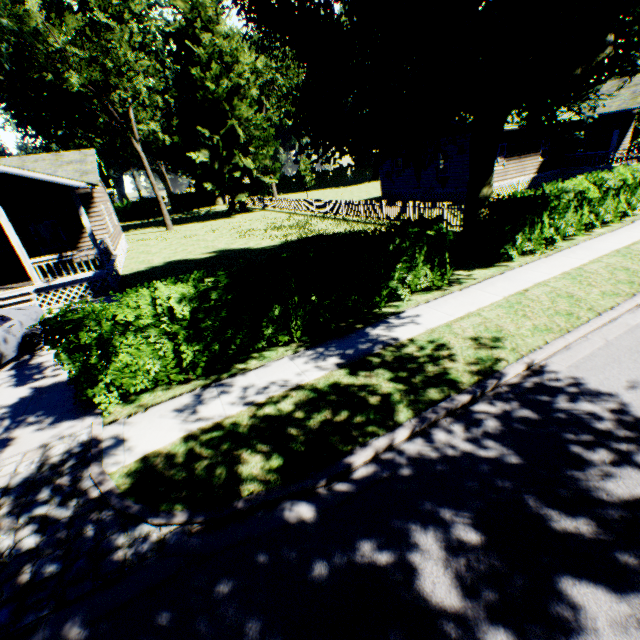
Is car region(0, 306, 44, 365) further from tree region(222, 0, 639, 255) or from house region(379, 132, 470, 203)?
house region(379, 132, 470, 203)

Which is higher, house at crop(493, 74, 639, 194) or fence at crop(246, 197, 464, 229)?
house at crop(493, 74, 639, 194)

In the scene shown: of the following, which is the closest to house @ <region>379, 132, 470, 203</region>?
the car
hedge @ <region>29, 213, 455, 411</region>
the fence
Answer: the fence

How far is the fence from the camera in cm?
1633

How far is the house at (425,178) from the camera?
22.1m

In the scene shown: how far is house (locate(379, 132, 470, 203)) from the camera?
22.1m

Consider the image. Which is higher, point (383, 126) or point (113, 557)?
point (383, 126)

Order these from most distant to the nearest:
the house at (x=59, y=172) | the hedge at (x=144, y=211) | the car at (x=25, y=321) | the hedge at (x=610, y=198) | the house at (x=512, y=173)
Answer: the hedge at (x=144, y=211) → the house at (x=512, y=173) → the house at (x=59, y=172) → the hedge at (x=610, y=198) → the car at (x=25, y=321)
